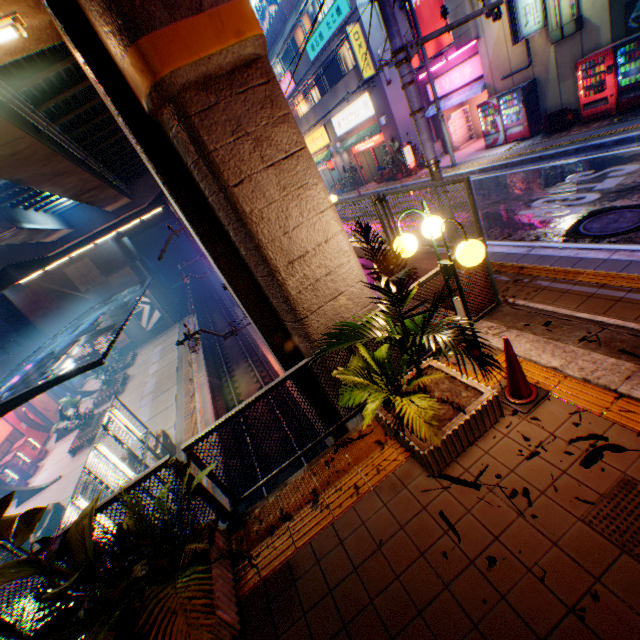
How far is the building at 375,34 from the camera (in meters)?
17.03

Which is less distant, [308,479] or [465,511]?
[465,511]

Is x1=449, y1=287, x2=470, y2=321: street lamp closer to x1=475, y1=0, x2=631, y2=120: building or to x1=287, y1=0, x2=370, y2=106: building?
x1=475, y1=0, x2=631, y2=120: building

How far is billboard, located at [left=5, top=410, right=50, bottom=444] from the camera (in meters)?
25.81

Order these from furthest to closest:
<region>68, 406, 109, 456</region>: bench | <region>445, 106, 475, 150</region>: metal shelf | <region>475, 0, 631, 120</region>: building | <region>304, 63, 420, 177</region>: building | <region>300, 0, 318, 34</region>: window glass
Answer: <region>68, 406, 109, 456</region>: bench < <region>300, 0, 318, 34</region>: window glass < <region>445, 106, 475, 150</region>: metal shelf < <region>304, 63, 420, 177</region>: building < <region>475, 0, 631, 120</region>: building

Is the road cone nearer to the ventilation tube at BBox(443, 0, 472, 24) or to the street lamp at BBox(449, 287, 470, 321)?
the street lamp at BBox(449, 287, 470, 321)

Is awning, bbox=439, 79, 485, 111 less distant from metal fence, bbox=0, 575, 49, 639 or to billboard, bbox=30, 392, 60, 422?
metal fence, bbox=0, 575, 49, 639
